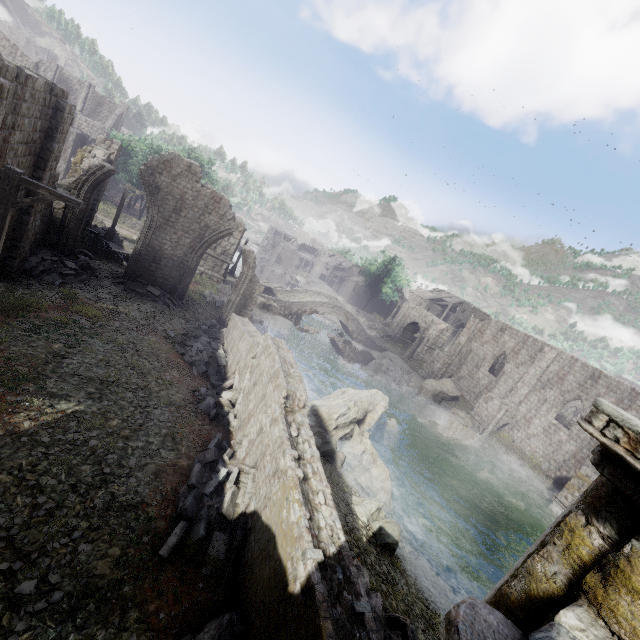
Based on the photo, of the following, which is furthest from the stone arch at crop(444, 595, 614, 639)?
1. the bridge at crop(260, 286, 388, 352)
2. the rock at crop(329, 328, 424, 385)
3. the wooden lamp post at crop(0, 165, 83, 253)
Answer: the rock at crop(329, 328, 424, 385)

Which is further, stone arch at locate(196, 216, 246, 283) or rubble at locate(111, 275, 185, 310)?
stone arch at locate(196, 216, 246, 283)

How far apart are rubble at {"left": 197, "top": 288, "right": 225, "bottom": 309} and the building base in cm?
1

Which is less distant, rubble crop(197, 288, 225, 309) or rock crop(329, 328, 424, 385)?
rubble crop(197, 288, 225, 309)

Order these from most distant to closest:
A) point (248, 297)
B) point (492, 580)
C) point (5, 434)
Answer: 1. point (248, 297)
2. point (492, 580)
3. point (5, 434)

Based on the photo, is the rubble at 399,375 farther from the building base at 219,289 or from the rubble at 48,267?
the rubble at 48,267

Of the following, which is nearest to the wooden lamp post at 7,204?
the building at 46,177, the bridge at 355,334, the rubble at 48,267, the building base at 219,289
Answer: the building at 46,177

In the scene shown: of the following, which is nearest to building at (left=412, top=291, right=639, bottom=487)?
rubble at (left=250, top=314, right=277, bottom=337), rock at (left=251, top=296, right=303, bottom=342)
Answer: rock at (left=251, top=296, right=303, bottom=342)
